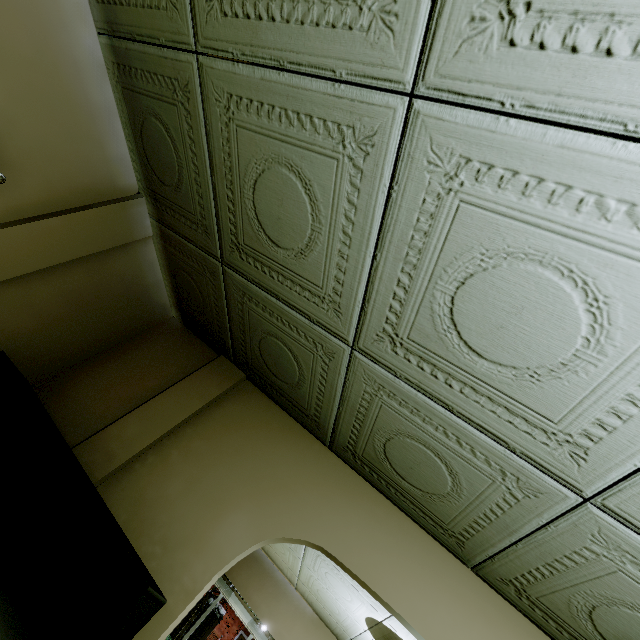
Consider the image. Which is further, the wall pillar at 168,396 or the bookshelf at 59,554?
the wall pillar at 168,396

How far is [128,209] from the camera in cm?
221

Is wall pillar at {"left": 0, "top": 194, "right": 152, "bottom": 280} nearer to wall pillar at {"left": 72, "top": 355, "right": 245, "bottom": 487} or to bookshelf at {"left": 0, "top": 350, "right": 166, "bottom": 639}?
bookshelf at {"left": 0, "top": 350, "right": 166, "bottom": 639}

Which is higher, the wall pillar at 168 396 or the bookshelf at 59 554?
the wall pillar at 168 396

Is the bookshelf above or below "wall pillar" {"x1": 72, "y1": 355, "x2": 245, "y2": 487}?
below

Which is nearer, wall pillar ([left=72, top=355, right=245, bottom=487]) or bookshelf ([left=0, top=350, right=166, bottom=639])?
bookshelf ([left=0, top=350, right=166, bottom=639])

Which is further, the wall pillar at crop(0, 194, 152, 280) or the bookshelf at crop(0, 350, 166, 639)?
the wall pillar at crop(0, 194, 152, 280)

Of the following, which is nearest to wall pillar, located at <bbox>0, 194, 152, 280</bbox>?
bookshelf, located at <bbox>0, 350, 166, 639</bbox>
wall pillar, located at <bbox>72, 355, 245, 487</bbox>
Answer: bookshelf, located at <bbox>0, 350, 166, 639</bbox>
